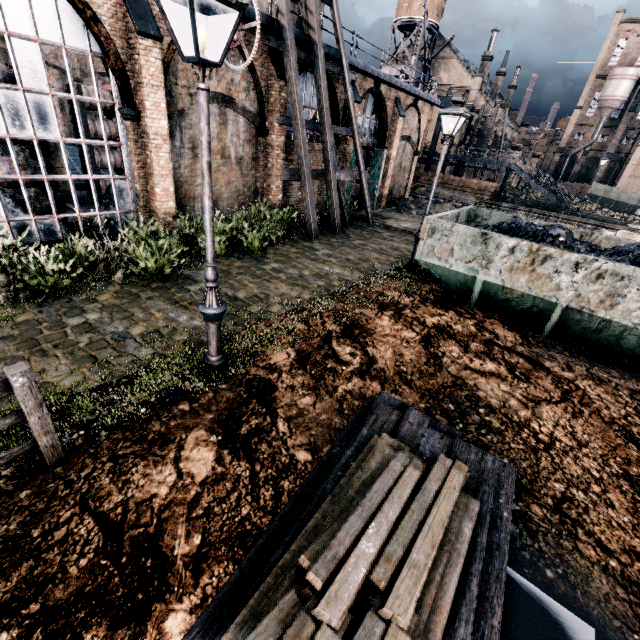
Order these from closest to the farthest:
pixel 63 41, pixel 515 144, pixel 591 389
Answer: pixel 591 389 → pixel 63 41 → pixel 515 144

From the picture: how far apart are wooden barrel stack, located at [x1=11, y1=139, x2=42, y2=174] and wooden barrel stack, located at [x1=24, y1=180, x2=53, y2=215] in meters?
0.8

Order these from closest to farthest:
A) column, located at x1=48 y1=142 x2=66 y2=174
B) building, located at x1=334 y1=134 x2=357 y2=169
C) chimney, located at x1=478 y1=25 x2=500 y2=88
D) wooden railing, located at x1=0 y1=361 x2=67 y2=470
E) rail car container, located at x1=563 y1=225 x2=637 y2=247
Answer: wooden railing, located at x1=0 y1=361 x2=67 y2=470, rail car container, located at x1=563 y1=225 x2=637 y2=247, column, located at x1=48 y1=142 x2=66 y2=174, building, located at x1=334 y1=134 x2=357 y2=169, chimney, located at x1=478 y1=25 x2=500 y2=88

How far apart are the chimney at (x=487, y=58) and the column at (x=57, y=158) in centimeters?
6439cm

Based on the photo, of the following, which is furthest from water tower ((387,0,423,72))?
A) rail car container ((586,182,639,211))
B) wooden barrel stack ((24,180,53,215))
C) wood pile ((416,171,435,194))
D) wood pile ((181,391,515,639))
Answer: wood pile ((181,391,515,639))

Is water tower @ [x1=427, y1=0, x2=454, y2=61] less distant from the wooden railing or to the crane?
the crane

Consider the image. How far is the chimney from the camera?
51.86m

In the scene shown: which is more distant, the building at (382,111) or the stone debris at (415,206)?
the stone debris at (415,206)
